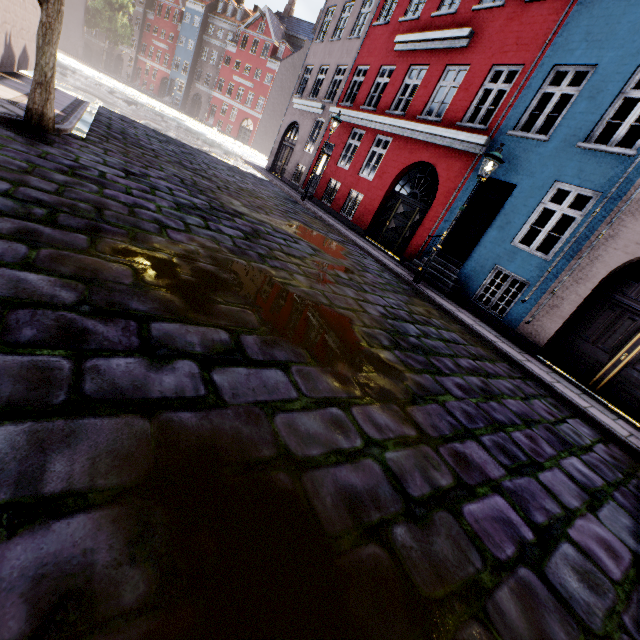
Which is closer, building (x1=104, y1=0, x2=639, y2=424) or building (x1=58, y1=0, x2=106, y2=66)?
building (x1=104, y1=0, x2=639, y2=424)

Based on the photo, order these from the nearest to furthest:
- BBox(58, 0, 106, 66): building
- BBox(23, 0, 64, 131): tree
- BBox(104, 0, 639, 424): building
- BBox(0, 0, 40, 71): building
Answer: BBox(23, 0, 64, 131): tree, BBox(104, 0, 639, 424): building, BBox(0, 0, 40, 71): building, BBox(58, 0, 106, 66): building

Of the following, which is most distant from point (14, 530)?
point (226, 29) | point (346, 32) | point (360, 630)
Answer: point (226, 29)

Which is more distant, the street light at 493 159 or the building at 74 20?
the building at 74 20

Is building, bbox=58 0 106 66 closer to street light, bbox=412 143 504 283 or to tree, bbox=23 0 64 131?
street light, bbox=412 143 504 283

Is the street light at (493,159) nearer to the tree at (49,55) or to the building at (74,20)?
the building at (74,20)

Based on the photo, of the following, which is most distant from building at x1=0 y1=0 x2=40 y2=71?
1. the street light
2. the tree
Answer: the tree
